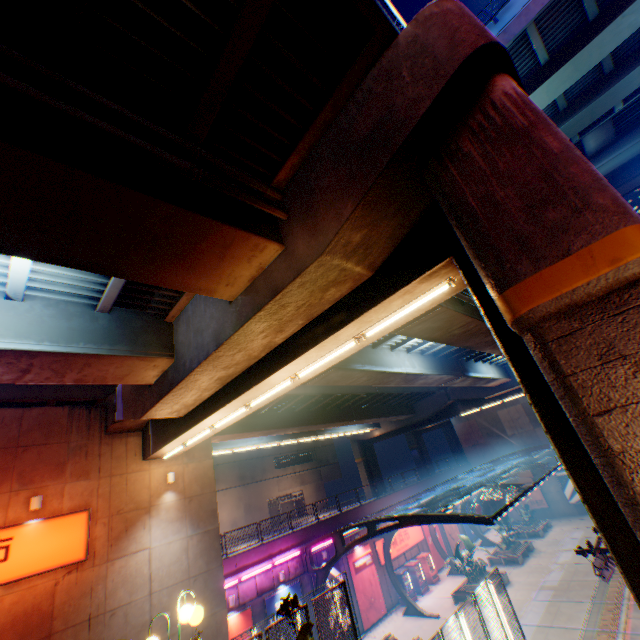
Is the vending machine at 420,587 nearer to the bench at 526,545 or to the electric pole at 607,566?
the bench at 526,545

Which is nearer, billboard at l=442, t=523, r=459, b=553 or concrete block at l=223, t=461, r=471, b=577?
concrete block at l=223, t=461, r=471, b=577

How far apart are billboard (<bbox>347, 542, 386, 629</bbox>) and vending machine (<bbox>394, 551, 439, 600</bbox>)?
3.40m

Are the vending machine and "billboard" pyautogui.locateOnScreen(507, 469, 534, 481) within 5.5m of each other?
no

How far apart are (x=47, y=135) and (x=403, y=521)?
19.3m

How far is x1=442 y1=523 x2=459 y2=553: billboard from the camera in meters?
31.7 m

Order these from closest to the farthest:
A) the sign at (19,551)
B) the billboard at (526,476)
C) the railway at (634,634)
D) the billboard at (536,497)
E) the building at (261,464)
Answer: the sign at (19,551) → the railway at (634,634) → the billboard at (536,497) → the billboard at (526,476) → the building at (261,464)

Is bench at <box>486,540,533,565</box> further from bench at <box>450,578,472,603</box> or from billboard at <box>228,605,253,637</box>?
billboard at <box>228,605,253,637</box>
